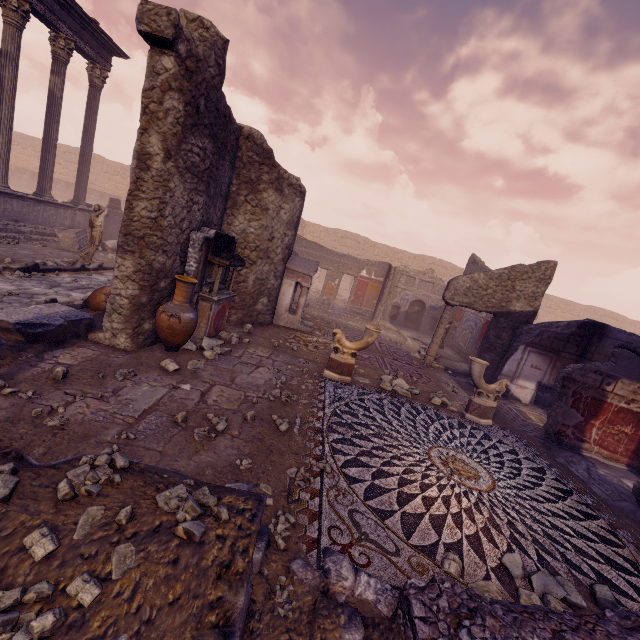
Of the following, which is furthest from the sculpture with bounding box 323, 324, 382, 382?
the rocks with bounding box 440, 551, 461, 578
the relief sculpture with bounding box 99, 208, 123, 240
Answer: the relief sculpture with bounding box 99, 208, 123, 240

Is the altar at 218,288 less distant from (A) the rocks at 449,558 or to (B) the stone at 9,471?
(B) the stone at 9,471

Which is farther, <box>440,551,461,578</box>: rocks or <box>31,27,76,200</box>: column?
<box>31,27,76,200</box>: column

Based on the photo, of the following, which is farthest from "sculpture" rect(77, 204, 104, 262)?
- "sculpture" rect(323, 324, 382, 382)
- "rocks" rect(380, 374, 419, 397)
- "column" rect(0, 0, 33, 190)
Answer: "rocks" rect(380, 374, 419, 397)

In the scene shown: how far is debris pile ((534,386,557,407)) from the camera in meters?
9.6

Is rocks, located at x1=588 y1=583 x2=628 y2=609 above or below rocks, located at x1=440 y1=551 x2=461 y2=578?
above

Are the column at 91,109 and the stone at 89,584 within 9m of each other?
no

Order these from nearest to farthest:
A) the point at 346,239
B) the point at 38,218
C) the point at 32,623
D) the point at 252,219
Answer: the point at 32,623 → the point at 252,219 → the point at 38,218 → the point at 346,239
